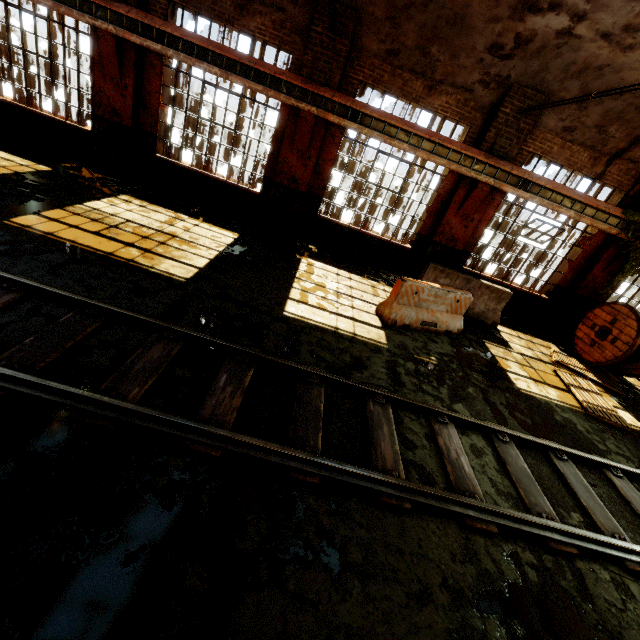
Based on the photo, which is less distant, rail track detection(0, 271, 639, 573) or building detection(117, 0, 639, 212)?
rail track detection(0, 271, 639, 573)

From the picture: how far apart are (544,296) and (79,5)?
14.9m

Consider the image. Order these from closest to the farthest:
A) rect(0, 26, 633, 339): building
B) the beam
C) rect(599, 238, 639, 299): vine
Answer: the beam < rect(0, 26, 633, 339): building < rect(599, 238, 639, 299): vine

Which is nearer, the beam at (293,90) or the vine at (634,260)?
the beam at (293,90)

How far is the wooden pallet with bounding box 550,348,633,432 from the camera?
6.5m

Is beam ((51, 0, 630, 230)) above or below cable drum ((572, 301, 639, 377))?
above

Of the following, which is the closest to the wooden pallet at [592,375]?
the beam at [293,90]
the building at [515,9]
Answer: the building at [515,9]

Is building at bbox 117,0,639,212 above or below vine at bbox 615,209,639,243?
above
